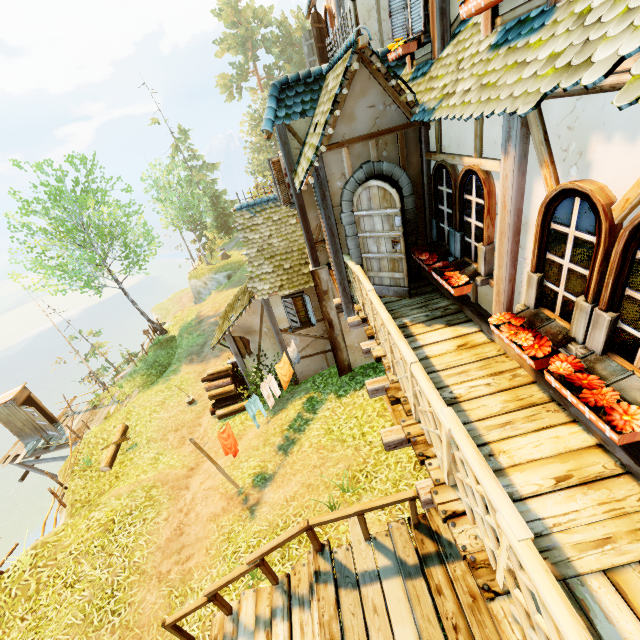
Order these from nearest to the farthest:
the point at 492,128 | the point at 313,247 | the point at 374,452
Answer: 1. the point at 492,128
2. the point at 374,452
3. the point at 313,247

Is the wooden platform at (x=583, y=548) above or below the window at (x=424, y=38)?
below

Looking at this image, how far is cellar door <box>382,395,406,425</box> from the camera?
8.73m

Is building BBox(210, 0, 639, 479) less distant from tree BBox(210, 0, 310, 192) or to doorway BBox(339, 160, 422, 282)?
doorway BBox(339, 160, 422, 282)

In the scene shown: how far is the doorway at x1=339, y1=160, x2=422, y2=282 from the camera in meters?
5.5

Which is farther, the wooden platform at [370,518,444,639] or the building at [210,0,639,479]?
the wooden platform at [370,518,444,639]

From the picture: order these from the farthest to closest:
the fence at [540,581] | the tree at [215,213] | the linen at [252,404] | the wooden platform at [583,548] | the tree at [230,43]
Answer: the tree at [230,43]
the tree at [215,213]
the linen at [252,404]
the wooden platform at [583,548]
the fence at [540,581]

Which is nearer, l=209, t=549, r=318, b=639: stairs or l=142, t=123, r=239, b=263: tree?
l=209, t=549, r=318, b=639: stairs
